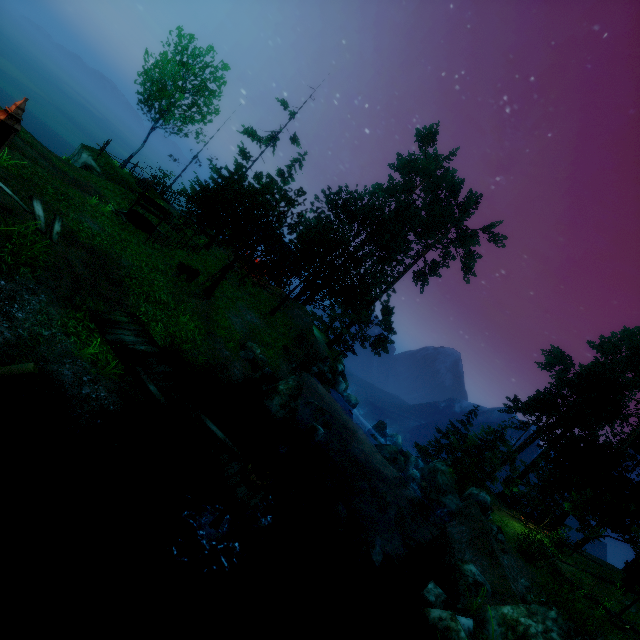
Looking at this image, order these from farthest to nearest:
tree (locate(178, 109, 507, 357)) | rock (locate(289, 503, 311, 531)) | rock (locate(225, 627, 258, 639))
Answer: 1. tree (locate(178, 109, 507, 357))
2. rock (locate(289, 503, 311, 531))
3. rock (locate(225, 627, 258, 639))

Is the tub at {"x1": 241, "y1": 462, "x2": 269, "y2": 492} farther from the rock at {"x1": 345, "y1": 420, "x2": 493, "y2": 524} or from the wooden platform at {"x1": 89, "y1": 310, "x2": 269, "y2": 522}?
the rock at {"x1": 345, "y1": 420, "x2": 493, "y2": 524}

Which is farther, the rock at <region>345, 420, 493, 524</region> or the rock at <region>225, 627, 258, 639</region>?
the rock at <region>345, 420, 493, 524</region>

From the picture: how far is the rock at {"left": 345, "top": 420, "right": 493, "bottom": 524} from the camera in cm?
2152

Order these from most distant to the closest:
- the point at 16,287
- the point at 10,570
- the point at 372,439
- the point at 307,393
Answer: the point at 372,439
the point at 307,393
the point at 16,287
the point at 10,570

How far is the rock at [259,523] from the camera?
9.82m

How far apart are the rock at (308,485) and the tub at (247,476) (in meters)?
6.99

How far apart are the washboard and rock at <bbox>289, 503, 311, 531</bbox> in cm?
248
